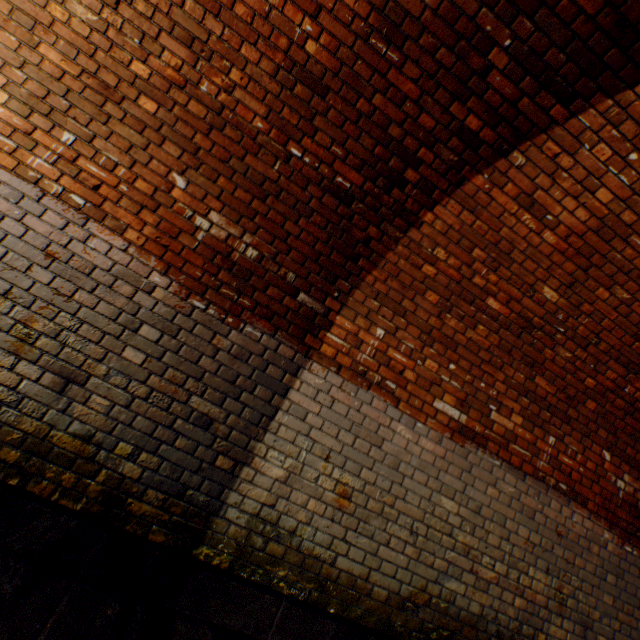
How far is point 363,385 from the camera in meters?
2.8
